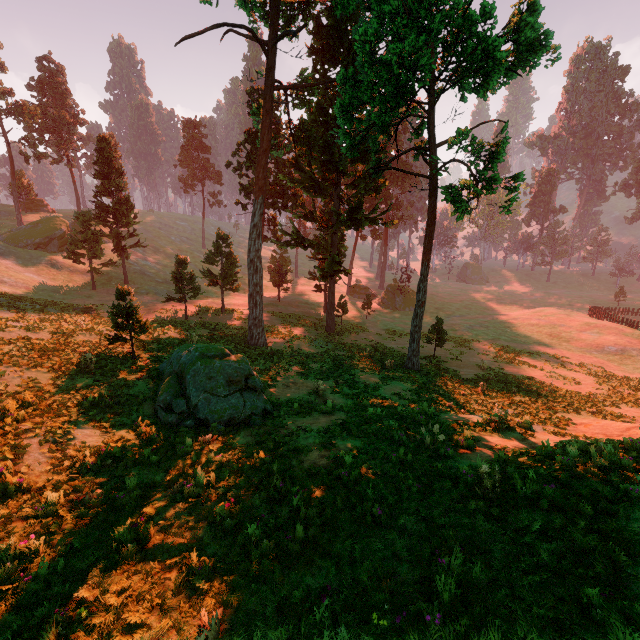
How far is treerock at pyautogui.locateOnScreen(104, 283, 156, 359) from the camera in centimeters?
1470cm

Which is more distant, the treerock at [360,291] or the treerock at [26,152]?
the treerock at [360,291]

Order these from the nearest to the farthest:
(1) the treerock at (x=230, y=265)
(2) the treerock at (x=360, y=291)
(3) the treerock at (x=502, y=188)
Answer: (3) the treerock at (x=502, y=188)
(1) the treerock at (x=230, y=265)
(2) the treerock at (x=360, y=291)

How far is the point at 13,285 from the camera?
31.9 meters

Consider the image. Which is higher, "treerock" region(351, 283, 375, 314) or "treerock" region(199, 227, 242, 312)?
"treerock" region(199, 227, 242, 312)

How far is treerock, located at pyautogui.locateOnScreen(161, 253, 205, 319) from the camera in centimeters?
2984cm

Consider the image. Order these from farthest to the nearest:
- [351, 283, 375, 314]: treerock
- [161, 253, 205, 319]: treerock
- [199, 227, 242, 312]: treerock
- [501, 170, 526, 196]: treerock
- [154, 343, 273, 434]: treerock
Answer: [351, 283, 375, 314]: treerock < [199, 227, 242, 312]: treerock < [161, 253, 205, 319]: treerock < [501, 170, 526, 196]: treerock < [154, 343, 273, 434]: treerock
